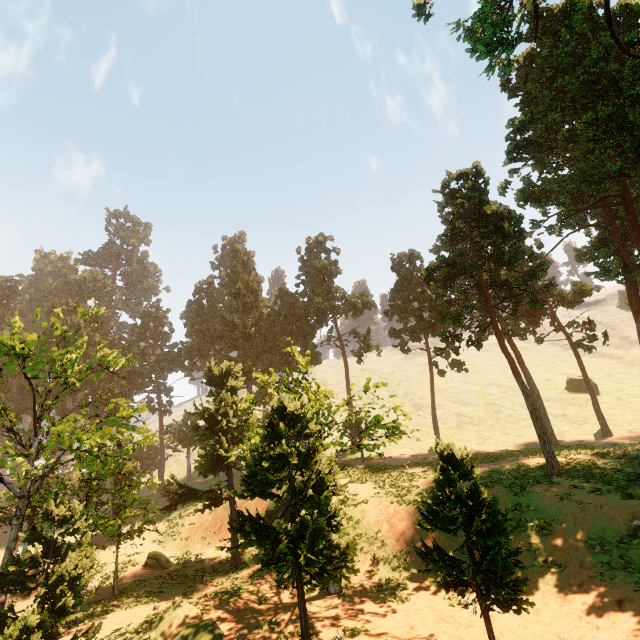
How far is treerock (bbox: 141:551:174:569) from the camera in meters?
21.5 m

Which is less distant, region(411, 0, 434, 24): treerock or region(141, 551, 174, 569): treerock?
region(141, 551, 174, 569): treerock

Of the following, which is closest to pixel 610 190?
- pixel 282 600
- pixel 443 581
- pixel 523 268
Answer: pixel 523 268

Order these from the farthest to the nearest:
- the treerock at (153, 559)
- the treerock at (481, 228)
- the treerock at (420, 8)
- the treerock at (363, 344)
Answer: the treerock at (363, 344)
the treerock at (420, 8)
the treerock at (153, 559)
the treerock at (481, 228)

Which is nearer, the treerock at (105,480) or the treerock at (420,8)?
the treerock at (105,480)
